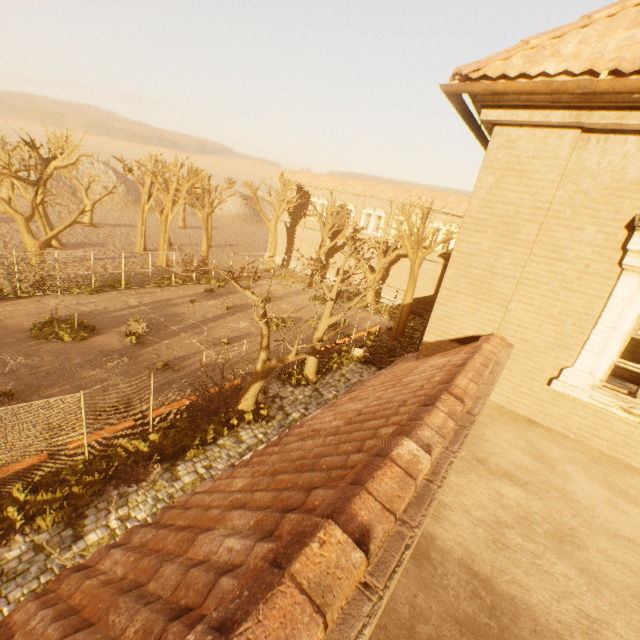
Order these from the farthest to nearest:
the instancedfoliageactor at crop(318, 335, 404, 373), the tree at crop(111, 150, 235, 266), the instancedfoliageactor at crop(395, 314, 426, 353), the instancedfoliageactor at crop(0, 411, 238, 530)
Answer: the tree at crop(111, 150, 235, 266)
the instancedfoliageactor at crop(395, 314, 426, 353)
the instancedfoliageactor at crop(318, 335, 404, 373)
the instancedfoliageactor at crop(0, 411, 238, 530)

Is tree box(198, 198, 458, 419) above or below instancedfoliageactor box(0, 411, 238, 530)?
above

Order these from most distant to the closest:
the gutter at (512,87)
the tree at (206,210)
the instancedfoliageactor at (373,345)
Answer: the tree at (206,210) → the instancedfoliageactor at (373,345) → the gutter at (512,87)

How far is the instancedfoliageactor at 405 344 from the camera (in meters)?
24.69

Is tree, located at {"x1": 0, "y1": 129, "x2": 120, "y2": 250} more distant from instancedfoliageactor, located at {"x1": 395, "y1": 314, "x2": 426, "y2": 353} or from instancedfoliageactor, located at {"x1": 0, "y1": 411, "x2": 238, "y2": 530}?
instancedfoliageactor, located at {"x1": 0, "y1": 411, "x2": 238, "y2": 530}

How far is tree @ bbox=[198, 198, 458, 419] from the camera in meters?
12.5

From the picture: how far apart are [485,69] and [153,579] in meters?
6.3 m

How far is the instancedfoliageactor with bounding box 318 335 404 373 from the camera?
19.84m
